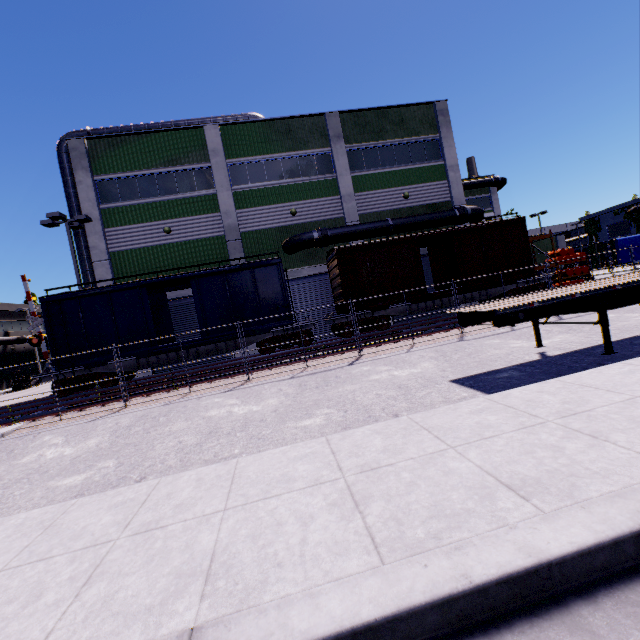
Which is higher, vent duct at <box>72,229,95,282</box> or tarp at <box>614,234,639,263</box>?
vent duct at <box>72,229,95,282</box>

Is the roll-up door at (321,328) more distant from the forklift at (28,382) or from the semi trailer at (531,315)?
the forklift at (28,382)

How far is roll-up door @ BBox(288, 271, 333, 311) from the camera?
21.5 meters

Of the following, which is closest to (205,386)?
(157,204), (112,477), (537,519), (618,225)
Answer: (112,477)

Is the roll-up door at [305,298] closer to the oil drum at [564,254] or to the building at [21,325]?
the building at [21,325]

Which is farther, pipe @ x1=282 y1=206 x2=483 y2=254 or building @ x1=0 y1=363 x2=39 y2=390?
building @ x1=0 y1=363 x2=39 y2=390

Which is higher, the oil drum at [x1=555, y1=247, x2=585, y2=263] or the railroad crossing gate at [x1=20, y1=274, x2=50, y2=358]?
the railroad crossing gate at [x1=20, y1=274, x2=50, y2=358]

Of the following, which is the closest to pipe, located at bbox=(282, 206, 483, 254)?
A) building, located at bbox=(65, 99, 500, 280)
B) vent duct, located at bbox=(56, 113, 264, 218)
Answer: building, located at bbox=(65, 99, 500, 280)
